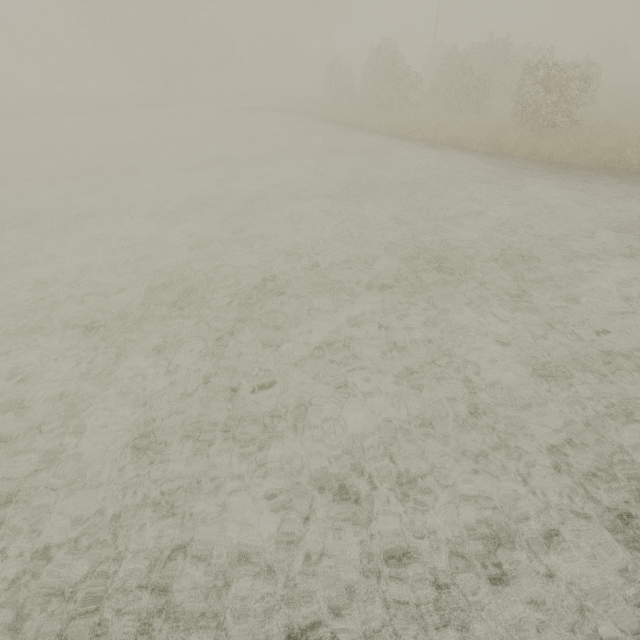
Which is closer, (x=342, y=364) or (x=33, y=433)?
(x=33, y=433)
